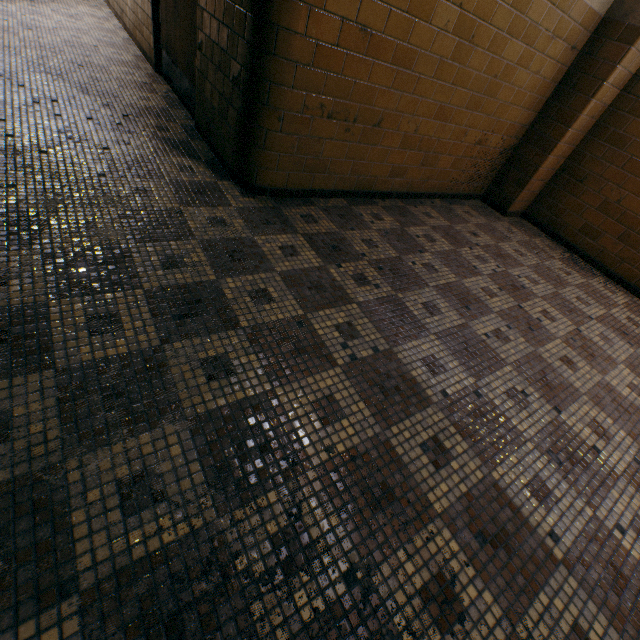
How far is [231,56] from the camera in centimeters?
239cm
